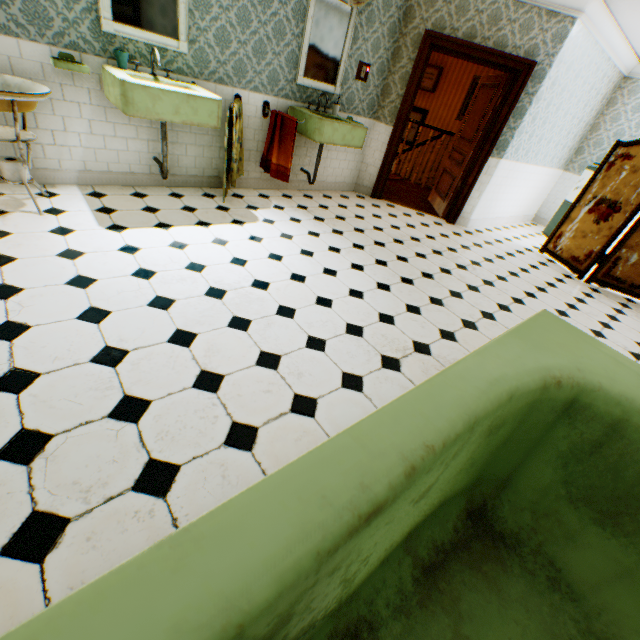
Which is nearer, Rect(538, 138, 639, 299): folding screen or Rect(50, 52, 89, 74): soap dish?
Rect(50, 52, 89, 74): soap dish

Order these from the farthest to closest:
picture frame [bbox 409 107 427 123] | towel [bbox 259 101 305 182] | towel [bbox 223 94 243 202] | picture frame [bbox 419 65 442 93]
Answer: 1. picture frame [bbox 409 107 427 123]
2. picture frame [bbox 419 65 442 93]
3. towel [bbox 259 101 305 182]
4. towel [bbox 223 94 243 202]

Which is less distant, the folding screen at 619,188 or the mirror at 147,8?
the mirror at 147,8

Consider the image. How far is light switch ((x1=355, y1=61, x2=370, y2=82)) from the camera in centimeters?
468cm

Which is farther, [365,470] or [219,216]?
[219,216]

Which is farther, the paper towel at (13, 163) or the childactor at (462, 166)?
the childactor at (462, 166)

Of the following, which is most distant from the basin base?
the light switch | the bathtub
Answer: the light switch

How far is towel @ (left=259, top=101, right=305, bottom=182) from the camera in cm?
→ 412
